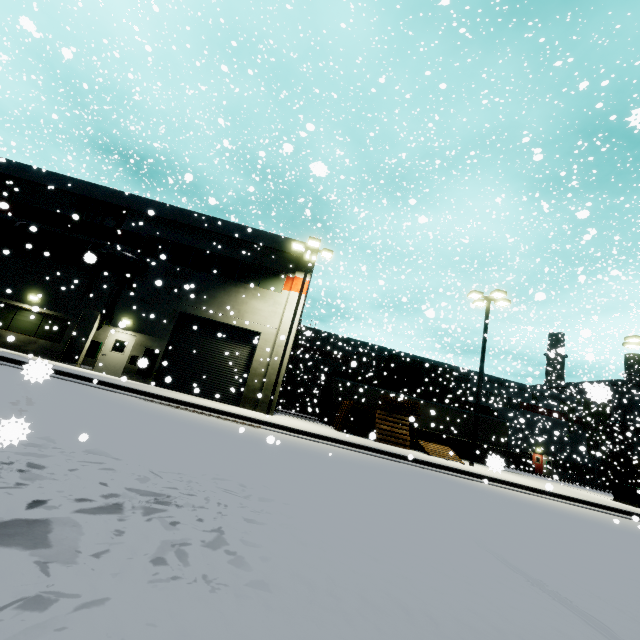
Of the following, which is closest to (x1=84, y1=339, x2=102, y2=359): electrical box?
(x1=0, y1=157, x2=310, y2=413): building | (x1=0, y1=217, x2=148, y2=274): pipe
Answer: (x1=0, y1=157, x2=310, y2=413): building

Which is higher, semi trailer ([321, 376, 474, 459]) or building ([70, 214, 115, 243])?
building ([70, 214, 115, 243])

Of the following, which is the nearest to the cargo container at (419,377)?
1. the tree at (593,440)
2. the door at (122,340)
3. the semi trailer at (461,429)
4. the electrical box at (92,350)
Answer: the semi trailer at (461,429)

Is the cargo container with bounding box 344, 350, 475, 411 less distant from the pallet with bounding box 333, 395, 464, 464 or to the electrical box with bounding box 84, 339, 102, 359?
the pallet with bounding box 333, 395, 464, 464

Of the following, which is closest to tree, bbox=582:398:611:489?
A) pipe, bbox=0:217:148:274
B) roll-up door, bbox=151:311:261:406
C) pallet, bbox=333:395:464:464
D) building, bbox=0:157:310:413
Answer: building, bbox=0:157:310:413

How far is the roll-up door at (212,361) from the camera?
18.34m

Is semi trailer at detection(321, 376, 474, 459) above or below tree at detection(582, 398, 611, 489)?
below

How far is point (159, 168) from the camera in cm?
3453
